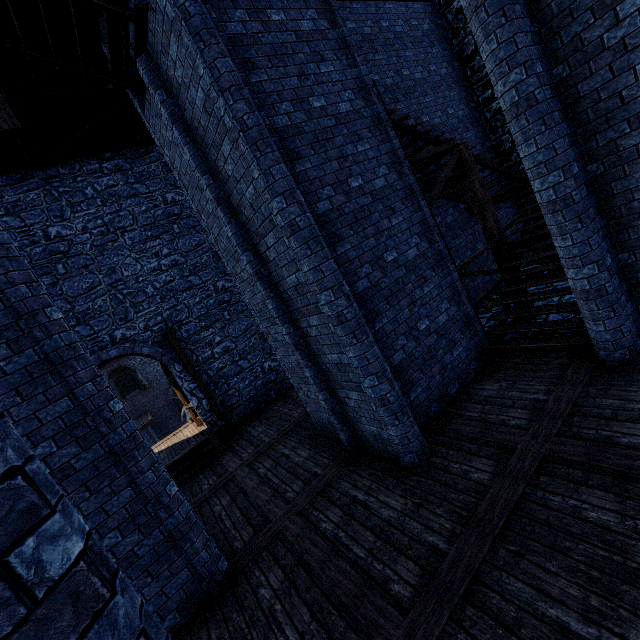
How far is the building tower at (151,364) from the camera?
37.69m

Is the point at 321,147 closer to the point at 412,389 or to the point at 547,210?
the point at 547,210

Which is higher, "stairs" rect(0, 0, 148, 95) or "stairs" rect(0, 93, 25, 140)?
"stairs" rect(0, 0, 148, 95)

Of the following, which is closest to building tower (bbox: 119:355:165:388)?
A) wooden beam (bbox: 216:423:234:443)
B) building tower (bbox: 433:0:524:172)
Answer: building tower (bbox: 433:0:524:172)

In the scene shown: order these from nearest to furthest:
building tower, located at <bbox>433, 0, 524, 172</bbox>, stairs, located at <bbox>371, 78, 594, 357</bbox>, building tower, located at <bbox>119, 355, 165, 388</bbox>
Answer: stairs, located at <bbox>371, 78, 594, 357</bbox>, building tower, located at <bbox>433, 0, 524, 172</bbox>, building tower, located at <bbox>119, 355, 165, 388</bbox>

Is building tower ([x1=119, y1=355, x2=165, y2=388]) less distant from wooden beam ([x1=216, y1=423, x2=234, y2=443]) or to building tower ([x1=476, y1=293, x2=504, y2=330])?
building tower ([x1=476, y1=293, x2=504, y2=330])

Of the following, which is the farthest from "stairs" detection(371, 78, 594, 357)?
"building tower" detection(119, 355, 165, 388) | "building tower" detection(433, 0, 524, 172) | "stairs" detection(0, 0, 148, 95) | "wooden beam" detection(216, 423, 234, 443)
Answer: "building tower" detection(119, 355, 165, 388)

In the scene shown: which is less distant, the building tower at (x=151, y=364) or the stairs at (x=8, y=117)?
the stairs at (x=8, y=117)
